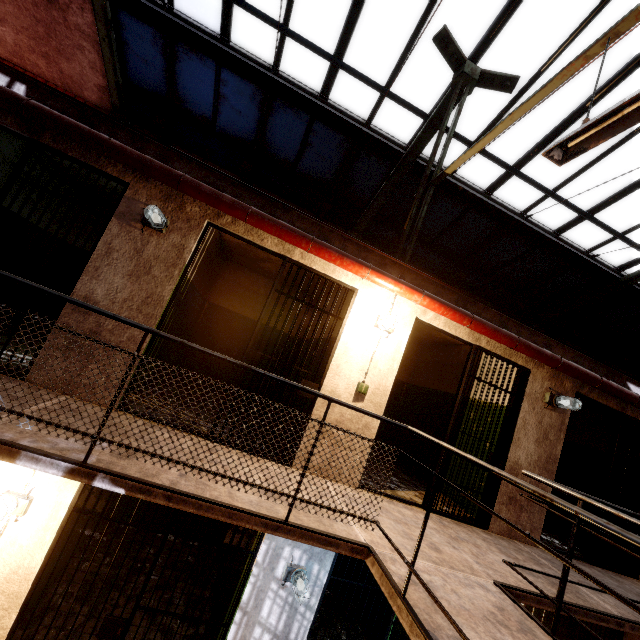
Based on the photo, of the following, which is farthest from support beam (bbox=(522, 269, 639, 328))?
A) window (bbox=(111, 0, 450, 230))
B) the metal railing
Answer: the metal railing

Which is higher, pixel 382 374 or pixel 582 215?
pixel 582 215

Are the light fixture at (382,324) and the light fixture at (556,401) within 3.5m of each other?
yes

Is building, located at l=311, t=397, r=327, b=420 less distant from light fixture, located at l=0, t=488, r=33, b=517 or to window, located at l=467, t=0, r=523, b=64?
light fixture, located at l=0, t=488, r=33, b=517

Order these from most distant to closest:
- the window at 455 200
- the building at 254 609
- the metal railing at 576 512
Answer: the window at 455 200
the building at 254 609
the metal railing at 576 512

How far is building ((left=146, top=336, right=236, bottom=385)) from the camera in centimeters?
501cm

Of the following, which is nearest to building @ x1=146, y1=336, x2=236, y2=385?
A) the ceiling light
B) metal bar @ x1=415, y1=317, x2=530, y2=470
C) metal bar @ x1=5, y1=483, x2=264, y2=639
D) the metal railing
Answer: metal bar @ x1=415, y1=317, x2=530, y2=470
